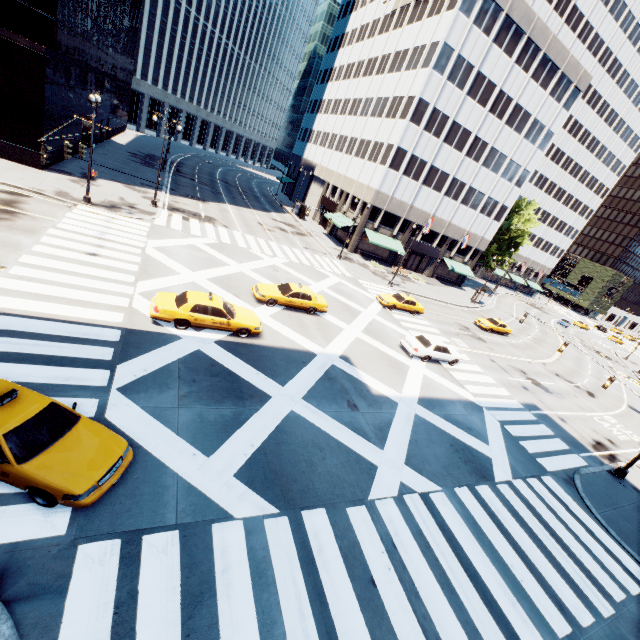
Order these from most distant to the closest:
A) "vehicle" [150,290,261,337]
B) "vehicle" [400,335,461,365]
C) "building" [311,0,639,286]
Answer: "building" [311,0,639,286]
"vehicle" [400,335,461,365]
"vehicle" [150,290,261,337]

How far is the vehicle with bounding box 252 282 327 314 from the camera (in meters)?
20.52

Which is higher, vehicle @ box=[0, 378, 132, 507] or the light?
vehicle @ box=[0, 378, 132, 507]

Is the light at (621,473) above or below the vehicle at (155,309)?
below

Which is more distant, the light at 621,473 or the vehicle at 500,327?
the vehicle at 500,327

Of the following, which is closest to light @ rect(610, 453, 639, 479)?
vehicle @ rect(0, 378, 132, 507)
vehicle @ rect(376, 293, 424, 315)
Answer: vehicle @ rect(376, 293, 424, 315)

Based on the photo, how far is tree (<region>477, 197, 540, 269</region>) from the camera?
56.9 meters

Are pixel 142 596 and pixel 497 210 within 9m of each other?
no
